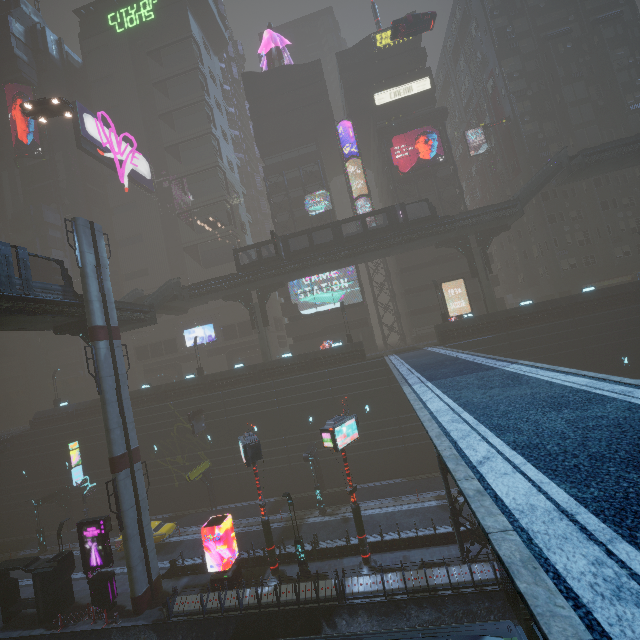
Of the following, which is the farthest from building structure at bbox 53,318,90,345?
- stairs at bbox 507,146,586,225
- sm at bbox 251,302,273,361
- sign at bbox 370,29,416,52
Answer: sign at bbox 370,29,416,52

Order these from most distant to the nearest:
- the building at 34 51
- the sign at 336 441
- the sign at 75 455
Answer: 1. the building at 34 51
2. the sign at 75 455
3. the sign at 336 441

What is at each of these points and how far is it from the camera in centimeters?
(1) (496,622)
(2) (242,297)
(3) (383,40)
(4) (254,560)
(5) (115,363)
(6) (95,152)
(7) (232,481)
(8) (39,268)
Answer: (1) train rail, 1548cm
(2) building structure, 3916cm
(3) sign, 4509cm
(4) building, 2305cm
(5) sm, 2297cm
(6) sign, 4359cm
(7) building, 3453cm
(8) building, 5322cm

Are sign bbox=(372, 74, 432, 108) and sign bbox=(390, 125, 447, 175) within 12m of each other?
yes

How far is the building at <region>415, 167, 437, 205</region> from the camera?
44.2m

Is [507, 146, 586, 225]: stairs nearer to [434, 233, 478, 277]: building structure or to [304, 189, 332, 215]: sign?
[434, 233, 478, 277]: building structure

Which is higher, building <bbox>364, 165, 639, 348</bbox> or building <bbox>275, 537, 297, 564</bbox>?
building <bbox>364, 165, 639, 348</bbox>

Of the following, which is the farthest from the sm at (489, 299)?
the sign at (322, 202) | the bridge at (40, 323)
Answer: the bridge at (40, 323)
